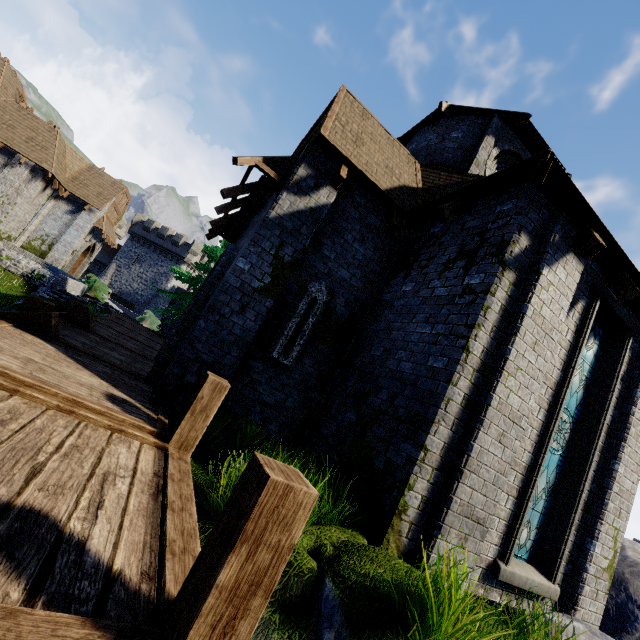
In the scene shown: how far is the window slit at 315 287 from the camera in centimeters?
645cm

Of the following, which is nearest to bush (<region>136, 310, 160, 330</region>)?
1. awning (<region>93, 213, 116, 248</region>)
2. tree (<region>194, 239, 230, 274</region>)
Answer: awning (<region>93, 213, 116, 248</region>)

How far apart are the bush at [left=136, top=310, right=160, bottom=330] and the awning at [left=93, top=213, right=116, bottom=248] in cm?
647

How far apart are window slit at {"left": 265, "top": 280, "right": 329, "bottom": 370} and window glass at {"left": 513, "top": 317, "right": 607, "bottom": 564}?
4.5 meters

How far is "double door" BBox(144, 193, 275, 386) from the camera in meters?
6.7 m

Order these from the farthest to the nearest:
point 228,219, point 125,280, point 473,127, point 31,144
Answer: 1. point 125,280
2. point 31,144
3. point 473,127
4. point 228,219

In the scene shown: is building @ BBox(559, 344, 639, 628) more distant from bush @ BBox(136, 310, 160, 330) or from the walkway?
bush @ BBox(136, 310, 160, 330)

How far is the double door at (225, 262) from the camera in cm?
670
